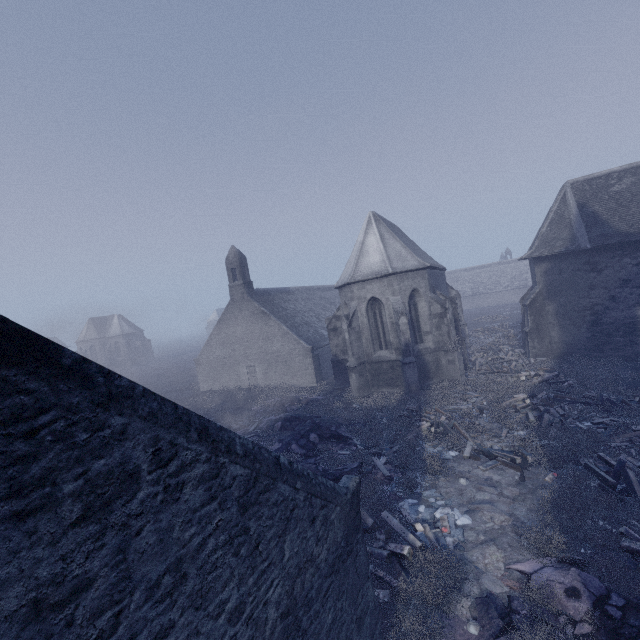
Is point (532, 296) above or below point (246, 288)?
below

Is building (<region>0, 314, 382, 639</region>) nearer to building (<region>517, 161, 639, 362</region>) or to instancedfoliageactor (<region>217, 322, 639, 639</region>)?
instancedfoliageactor (<region>217, 322, 639, 639</region>)

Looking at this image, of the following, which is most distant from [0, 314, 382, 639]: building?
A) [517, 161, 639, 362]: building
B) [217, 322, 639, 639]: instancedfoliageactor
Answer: [517, 161, 639, 362]: building

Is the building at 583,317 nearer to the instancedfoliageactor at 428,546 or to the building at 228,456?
the instancedfoliageactor at 428,546

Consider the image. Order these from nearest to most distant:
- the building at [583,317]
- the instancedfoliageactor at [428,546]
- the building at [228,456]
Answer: the building at [228,456], the instancedfoliageactor at [428,546], the building at [583,317]

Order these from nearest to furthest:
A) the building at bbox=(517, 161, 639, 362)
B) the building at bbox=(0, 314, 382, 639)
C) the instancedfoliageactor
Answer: the building at bbox=(0, 314, 382, 639) < the instancedfoliageactor < the building at bbox=(517, 161, 639, 362)
